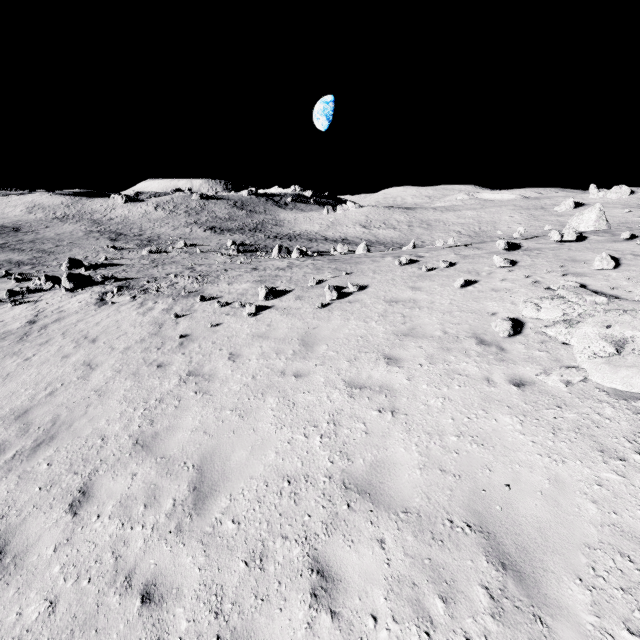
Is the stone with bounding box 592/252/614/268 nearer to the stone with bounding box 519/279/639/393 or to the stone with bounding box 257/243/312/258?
the stone with bounding box 519/279/639/393

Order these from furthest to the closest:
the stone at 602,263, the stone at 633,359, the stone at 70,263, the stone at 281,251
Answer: the stone at 70,263 < the stone at 281,251 < the stone at 602,263 < the stone at 633,359

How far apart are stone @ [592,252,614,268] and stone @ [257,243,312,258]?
26.8 meters

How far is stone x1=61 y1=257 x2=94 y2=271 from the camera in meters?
31.7

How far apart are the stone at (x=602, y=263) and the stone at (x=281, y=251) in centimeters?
2683cm

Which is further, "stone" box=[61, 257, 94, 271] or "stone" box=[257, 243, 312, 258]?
"stone" box=[61, 257, 94, 271]

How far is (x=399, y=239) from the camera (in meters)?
59.62

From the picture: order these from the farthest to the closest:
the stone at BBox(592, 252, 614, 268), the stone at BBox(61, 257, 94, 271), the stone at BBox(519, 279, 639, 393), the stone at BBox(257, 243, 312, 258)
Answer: the stone at BBox(61, 257, 94, 271)
the stone at BBox(257, 243, 312, 258)
the stone at BBox(592, 252, 614, 268)
the stone at BBox(519, 279, 639, 393)
